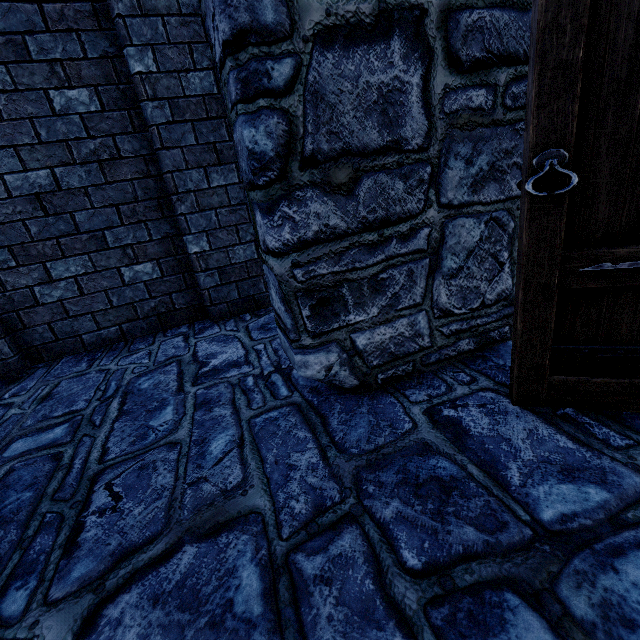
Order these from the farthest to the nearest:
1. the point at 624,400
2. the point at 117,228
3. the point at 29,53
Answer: the point at 117,228 < the point at 29,53 < the point at 624,400
